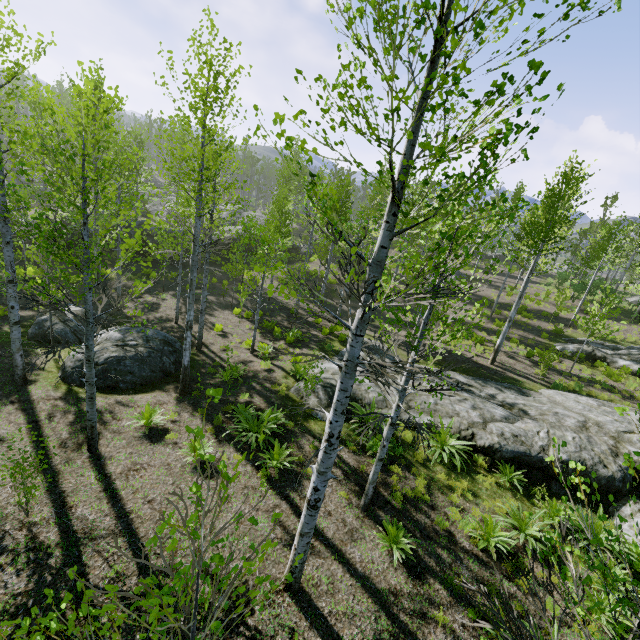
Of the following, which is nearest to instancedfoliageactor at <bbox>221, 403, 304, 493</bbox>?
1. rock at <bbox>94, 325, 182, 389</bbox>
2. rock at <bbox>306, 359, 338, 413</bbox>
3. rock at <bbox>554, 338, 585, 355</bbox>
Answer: rock at <bbox>554, 338, 585, 355</bbox>

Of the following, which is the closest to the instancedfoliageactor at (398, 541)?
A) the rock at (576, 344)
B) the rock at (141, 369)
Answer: the rock at (576, 344)

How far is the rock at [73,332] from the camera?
13.3 meters

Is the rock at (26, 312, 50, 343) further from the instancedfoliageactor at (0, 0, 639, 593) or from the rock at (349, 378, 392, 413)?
the rock at (349, 378, 392, 413)

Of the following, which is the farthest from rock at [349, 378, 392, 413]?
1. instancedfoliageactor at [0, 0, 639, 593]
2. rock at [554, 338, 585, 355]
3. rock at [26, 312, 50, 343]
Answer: rock at [26, 312, 50, 343]

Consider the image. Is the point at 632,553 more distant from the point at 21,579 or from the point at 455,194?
the point at 455,194

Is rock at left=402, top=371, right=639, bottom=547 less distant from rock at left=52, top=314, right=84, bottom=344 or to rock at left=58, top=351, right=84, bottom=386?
rock at left=58, top=351, right=84, bottom=386

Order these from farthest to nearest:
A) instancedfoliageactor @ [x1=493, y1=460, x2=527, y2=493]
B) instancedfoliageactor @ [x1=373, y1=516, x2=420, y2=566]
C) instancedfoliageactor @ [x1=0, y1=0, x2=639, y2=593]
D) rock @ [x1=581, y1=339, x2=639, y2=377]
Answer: rock @ [x1=581, y1=339, x2=639, y2=377], instancedfoliageactor @ [x1=493, y1=460, x2=527, y2=493], instancedfoliageactor @ [x1=373, y1=516, x2=420, y2=566], instancedfoliageactor @ [x1=0, y1=0, x2=639, y2=593]
